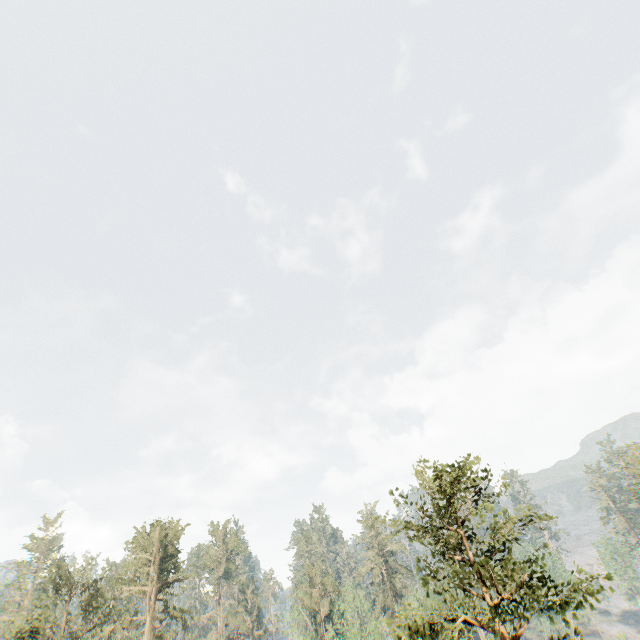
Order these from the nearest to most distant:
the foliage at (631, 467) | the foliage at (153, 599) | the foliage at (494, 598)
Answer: the foliage at (494, 598) < the foliage at (153, 599) < the foliage at (631, 467)

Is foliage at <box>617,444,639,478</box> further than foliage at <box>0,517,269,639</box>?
Yes

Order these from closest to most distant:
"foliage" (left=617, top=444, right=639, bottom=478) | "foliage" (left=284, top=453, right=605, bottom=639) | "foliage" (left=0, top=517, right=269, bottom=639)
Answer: "foliage" (left=284, top=453, right=605, bottom=639) < "foliage" (left=0, top=517, right=269, bottom=639) < "foliage" (left=617, top=444, right=639, bottom=478)

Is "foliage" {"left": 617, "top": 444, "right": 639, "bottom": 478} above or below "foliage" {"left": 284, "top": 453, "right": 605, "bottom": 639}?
above

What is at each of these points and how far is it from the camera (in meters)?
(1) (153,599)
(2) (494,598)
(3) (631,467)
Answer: (1) foliage, 35.69
(2) foliage, 12.09
(3) foliage, 43.56

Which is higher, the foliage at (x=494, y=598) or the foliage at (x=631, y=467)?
the foliage at (x=631, y=467)
